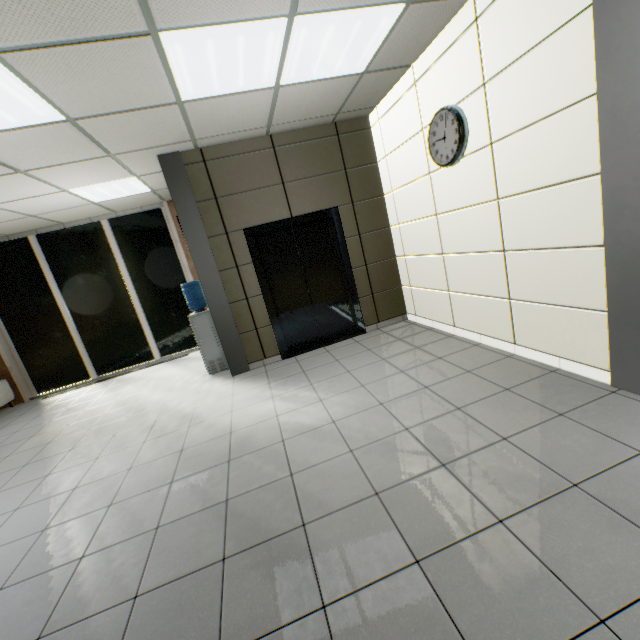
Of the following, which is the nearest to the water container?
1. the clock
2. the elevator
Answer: the elevator

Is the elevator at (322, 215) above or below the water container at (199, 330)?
above

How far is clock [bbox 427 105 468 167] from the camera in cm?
316

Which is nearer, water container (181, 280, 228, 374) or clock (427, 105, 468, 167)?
clock (427, 105, 468, 167)

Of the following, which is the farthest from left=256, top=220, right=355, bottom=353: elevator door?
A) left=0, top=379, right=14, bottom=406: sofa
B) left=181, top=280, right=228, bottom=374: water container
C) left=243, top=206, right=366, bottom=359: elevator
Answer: left=0, top=379, right=14, bottom=406: sofa

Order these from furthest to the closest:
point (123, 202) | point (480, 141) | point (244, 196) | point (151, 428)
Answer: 1. point (123, 202)
2. point (244, 196)
3. point (151, 428)
4. point (480, 141)

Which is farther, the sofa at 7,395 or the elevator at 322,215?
the sofa at 7,395

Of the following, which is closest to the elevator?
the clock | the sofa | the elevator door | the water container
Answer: the elevator door
